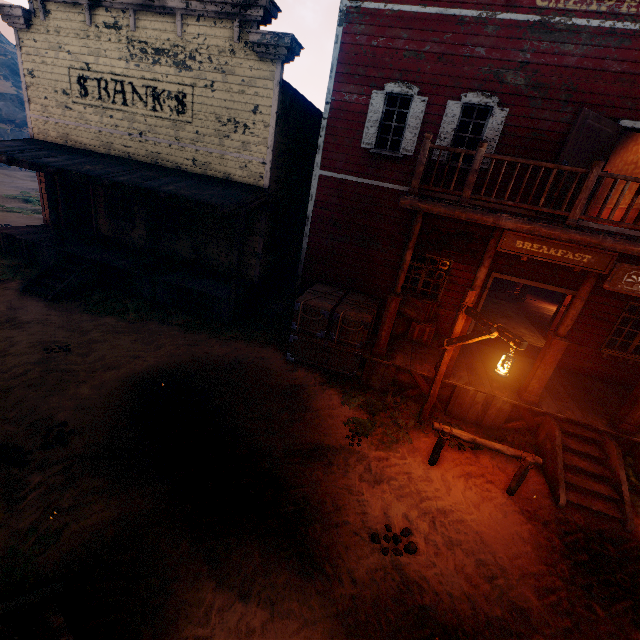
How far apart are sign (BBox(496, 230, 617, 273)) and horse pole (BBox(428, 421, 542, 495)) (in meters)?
3.34

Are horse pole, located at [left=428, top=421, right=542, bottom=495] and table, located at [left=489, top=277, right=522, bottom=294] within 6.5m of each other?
no

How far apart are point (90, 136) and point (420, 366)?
13.8m

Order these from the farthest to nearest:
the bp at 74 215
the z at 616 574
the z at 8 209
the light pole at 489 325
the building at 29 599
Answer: the z at 8 209
the bp at 74 215
the light pole at 489 325
the z at 616 574
the building at 29 599

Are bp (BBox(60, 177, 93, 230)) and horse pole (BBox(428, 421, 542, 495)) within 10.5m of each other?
no

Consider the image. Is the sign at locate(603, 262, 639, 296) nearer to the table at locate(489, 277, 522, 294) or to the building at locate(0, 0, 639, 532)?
the building at locate(0, 0, 639, 532)

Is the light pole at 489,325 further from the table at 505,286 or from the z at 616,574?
the table at 505,286

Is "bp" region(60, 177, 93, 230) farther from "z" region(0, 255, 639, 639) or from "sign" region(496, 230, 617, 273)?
"sign" region(496, 230, 617, 273)
